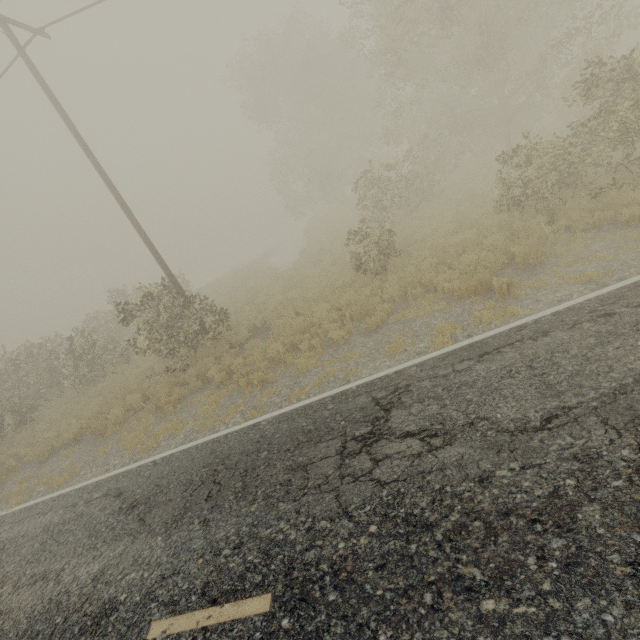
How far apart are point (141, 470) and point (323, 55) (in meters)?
29.19
